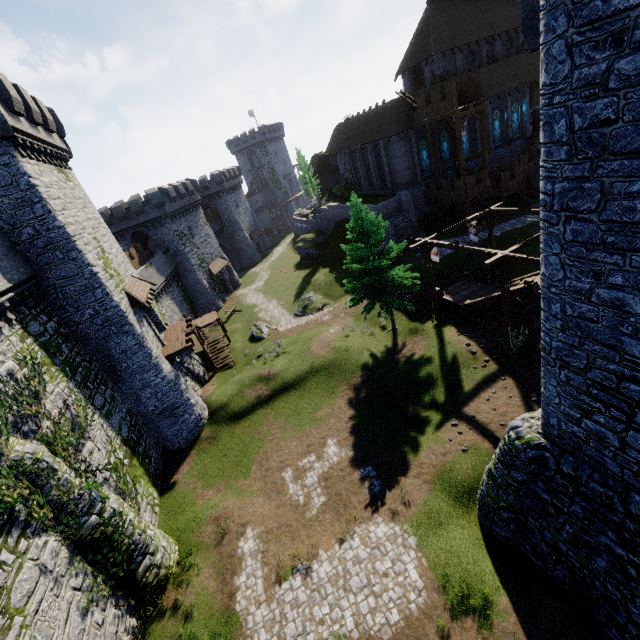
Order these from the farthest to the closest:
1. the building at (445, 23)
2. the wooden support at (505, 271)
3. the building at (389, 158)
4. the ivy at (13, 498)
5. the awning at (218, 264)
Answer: the awning at (218, 264), the building at (445, 23), the building at (389, 158), the wooden support at (505, 271), the ivy at (13, 498)

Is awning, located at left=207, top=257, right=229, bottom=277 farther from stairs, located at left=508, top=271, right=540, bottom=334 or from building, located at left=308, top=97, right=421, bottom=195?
stairs, located at left=508, top=271, right=540, bottom=334

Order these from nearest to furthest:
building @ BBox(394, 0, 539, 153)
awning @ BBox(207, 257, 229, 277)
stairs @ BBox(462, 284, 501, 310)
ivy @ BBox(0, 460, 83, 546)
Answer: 1. ivy @ BBox(0, 460, 83, 546)
2. stairs @ BBox(462, 284, 501, 310)
3. building @ BBox(394, 0, 539, 153)
4. awning @ BBox(207, 257, 229, 277)

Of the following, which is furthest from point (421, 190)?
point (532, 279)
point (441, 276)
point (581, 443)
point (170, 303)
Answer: point (581, 443)

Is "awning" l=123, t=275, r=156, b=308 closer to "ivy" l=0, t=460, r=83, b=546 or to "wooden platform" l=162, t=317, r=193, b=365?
"wooden platform" l=162, t=317, r=193, b=365

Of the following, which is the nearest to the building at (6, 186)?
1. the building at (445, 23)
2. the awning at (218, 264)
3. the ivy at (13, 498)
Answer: the ivy at (13, 498)

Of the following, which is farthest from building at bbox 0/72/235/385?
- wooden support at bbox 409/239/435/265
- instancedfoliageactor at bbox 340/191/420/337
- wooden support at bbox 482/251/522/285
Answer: wooden support at bbox 482/251/522/285

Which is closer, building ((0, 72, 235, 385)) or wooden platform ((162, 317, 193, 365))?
building ((0, 72, 235, 385))
